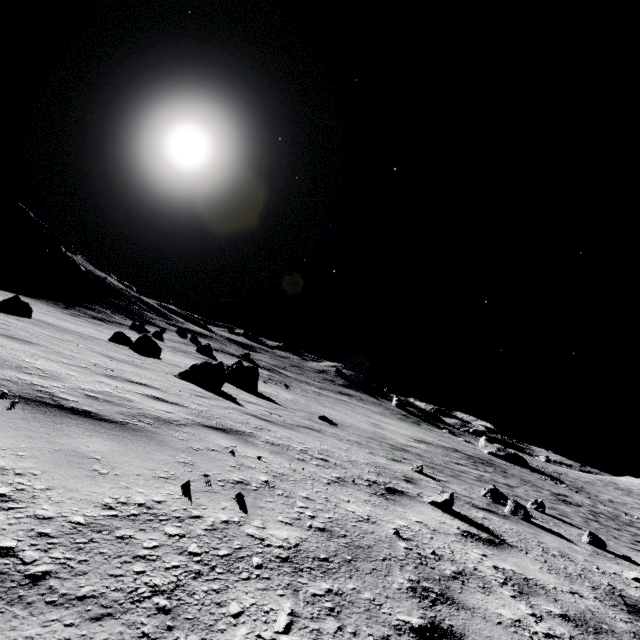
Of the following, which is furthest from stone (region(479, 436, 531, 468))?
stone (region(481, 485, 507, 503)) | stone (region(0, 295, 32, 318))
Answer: stone (region(0, 295, 32, 318))

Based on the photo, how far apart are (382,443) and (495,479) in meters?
7.7 m

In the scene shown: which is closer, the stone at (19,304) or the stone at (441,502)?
the stone at (441,502)

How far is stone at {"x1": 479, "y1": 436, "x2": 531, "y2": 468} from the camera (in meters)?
47.44

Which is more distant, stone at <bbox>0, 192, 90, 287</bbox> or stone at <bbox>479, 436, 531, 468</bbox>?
stone at <bbox>479, 436, 531, 468</bbox>

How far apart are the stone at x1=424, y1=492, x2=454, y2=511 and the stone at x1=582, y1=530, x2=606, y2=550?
3.5 meters

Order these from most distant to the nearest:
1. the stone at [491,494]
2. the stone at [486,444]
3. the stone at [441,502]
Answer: the stone at [486,444] < the stone at [491,494] < the stone at [441,502]

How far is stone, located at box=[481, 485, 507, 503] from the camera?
6.6m
